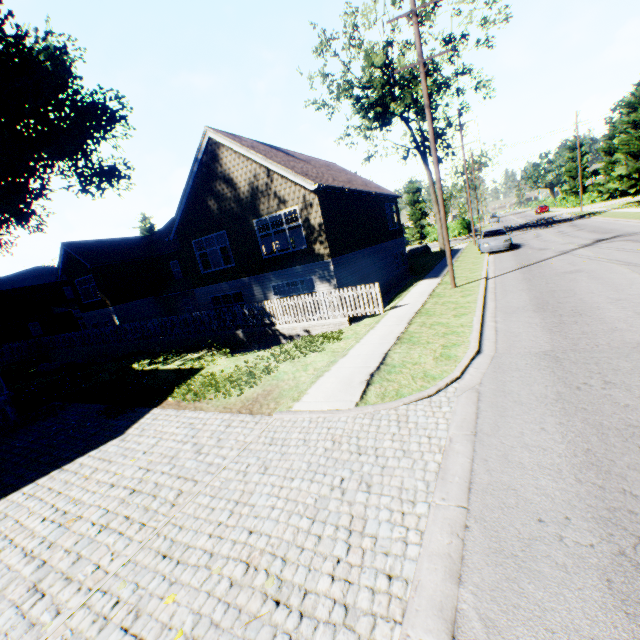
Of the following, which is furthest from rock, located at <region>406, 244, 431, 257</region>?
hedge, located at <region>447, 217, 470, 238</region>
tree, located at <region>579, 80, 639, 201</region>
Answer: tree, located at <region>579, 80, 639, 201</region>

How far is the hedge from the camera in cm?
4916

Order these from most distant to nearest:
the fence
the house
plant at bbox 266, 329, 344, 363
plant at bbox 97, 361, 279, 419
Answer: the fence < plant at bbox 266, 329, 344, 363 < the house < plant at bbox 97, 361, 279, 419

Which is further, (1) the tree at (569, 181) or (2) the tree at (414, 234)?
(1) the tree at (569, 181)

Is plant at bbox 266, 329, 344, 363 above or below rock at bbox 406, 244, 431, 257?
below

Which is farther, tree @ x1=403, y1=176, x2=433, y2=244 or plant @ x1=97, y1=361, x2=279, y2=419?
tree @ x1=403, y1=176, x2=433, y2=244

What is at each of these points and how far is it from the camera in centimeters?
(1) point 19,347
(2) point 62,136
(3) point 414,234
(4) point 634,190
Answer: (1) fence, 2675cm
(2) plant, 2555cm
(3) tree, 5309cm
(4) tree, 3569cm

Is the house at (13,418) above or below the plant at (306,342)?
above
